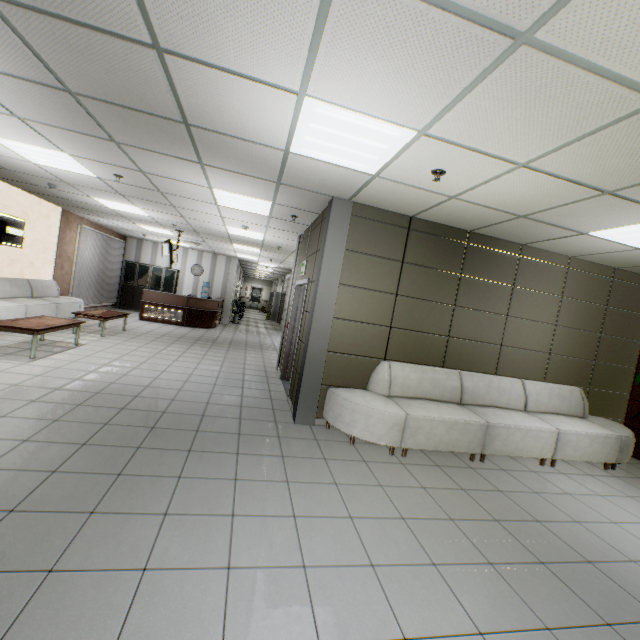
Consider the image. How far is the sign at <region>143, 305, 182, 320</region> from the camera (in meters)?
12.01

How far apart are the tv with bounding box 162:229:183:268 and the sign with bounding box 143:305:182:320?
2.1 meters

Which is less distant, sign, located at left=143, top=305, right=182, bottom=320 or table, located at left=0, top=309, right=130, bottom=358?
table, located at left=0, top=309, right=130, bottom=358

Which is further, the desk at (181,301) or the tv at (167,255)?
the desk at (181,301)

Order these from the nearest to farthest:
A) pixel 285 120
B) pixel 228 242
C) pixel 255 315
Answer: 1. pixel 285 120
2. pixel 228 242
3. pixel 255 315

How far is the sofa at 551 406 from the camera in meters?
4.1

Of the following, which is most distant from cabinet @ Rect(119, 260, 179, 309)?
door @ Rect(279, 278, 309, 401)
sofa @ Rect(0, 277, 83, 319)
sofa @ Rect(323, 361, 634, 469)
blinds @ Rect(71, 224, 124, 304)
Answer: sofa @ Rect(323, 361, 634, 469)

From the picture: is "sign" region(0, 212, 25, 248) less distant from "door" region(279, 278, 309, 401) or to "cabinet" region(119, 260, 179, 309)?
"cabinet" region(119, 260, 179, 309)
